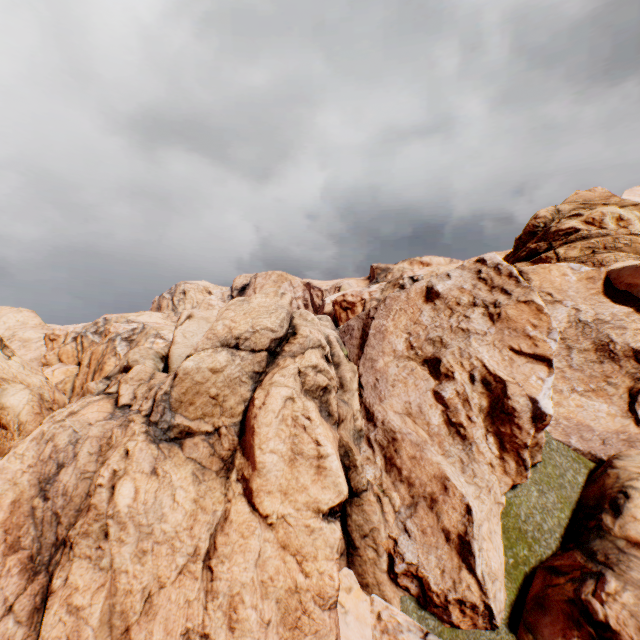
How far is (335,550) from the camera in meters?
5.5 m
